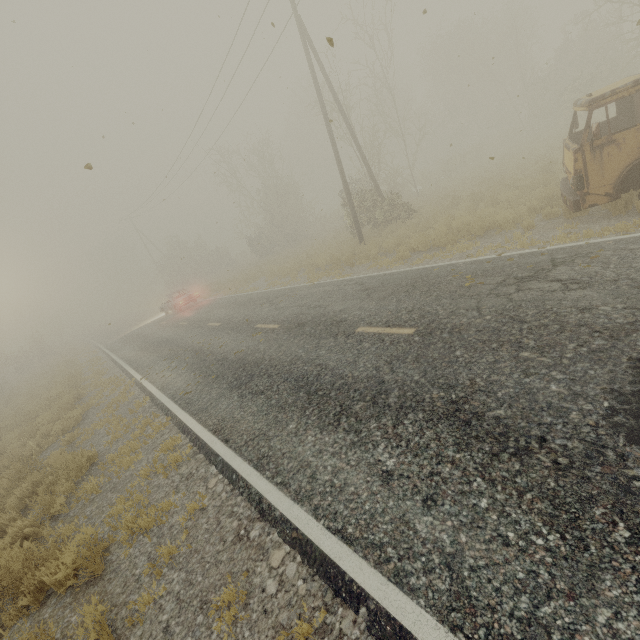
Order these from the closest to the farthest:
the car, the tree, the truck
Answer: the truck
the car
the tree

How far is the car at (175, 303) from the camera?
23.2m

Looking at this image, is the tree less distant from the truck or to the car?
the car

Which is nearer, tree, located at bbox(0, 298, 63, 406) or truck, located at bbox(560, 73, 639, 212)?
truck, located at bbox(560, 73, 639, 212)

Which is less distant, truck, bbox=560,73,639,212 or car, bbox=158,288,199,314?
truck, bbox=560,73,639,212

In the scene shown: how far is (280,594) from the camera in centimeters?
312cm

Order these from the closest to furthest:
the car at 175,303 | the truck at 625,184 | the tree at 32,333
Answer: the truck at 625,184, the car at 175,303, the tree at 32,333

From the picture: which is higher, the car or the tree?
the tree
